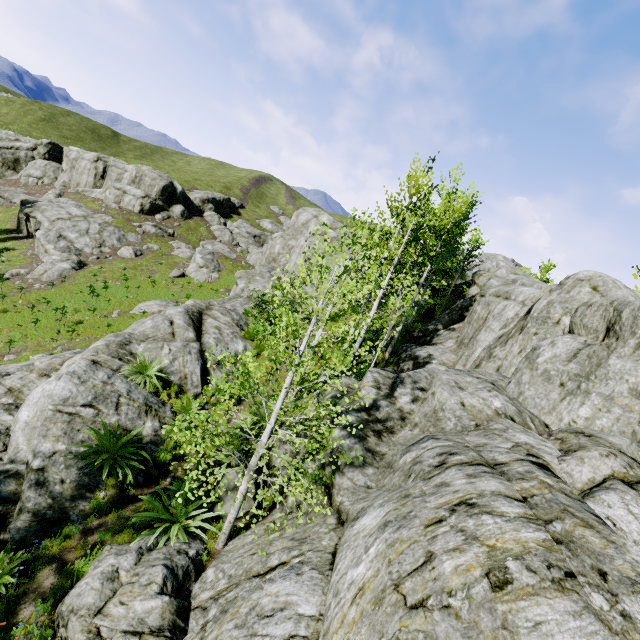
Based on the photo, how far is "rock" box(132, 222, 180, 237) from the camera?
42.87m

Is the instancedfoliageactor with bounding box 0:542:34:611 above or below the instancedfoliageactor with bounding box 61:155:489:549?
below

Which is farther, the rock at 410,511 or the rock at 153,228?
the rock at 153,228

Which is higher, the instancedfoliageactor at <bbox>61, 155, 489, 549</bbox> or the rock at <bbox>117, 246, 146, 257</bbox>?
the instancedfoliageactor at <bbox>61, 155, 489, 549</bbox>

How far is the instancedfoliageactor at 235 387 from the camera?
6.0m

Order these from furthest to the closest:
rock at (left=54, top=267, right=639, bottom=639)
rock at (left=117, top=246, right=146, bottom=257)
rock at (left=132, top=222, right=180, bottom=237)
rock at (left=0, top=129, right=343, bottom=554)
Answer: rock at (left=132, top=222, right=180, bottom=237), rock at (left=117, top=246, right=146, bottom=257), rock at (left=0, top=129, right=343, bottom=554), rock at (left=54, top=267, right=639, bottom=639)

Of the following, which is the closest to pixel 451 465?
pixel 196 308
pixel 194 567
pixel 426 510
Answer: pixel 426 510

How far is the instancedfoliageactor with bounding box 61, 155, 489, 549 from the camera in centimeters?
600cm
